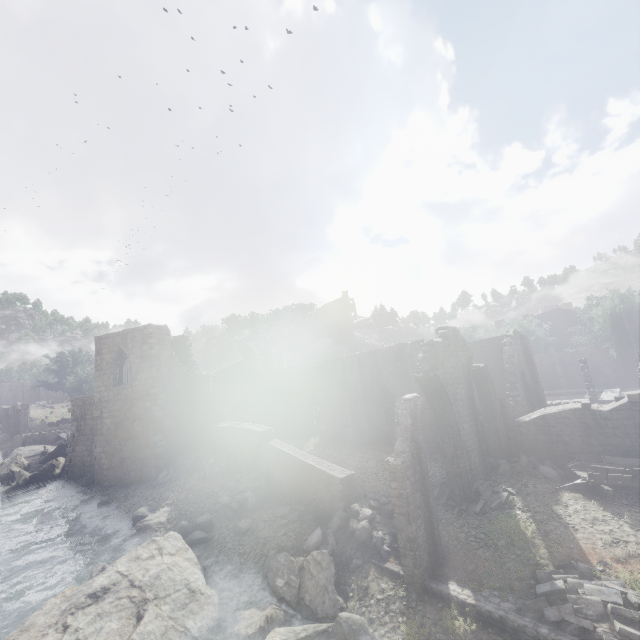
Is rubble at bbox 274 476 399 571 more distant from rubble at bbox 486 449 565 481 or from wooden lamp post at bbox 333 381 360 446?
wooden lamp post at bbox 333 381 360 446

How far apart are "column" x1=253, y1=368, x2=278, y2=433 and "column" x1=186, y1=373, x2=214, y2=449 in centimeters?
470cm

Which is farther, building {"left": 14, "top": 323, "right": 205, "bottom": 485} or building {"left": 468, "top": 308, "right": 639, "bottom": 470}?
building {"left": 14, "top": 323, "right": 205, "bottom": 485}

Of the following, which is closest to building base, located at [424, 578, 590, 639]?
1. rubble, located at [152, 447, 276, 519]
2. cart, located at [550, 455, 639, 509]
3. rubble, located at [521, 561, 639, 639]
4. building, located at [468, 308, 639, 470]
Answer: rubble, located at [521, 561, 639, 639]

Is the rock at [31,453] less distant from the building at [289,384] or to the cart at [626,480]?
the building at [289,384]

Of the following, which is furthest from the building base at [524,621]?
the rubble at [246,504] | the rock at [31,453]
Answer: the rock at [31,453]

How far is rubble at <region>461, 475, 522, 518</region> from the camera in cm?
1280

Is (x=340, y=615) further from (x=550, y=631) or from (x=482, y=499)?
(x=482, y=499)
